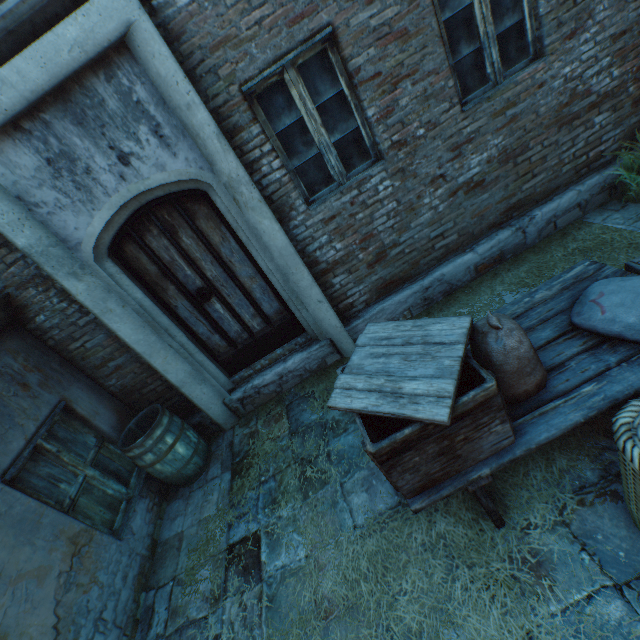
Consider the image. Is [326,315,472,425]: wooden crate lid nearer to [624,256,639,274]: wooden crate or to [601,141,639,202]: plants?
[624,256,639,274]: wooden crate

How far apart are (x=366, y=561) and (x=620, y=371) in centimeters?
221cm

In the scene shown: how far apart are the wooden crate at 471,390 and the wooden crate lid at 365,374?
0.0m

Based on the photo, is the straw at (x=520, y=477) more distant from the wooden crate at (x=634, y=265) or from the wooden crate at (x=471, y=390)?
the wooden crate at (x=471, y=390)

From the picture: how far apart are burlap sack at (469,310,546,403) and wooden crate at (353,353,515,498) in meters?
0.1 m

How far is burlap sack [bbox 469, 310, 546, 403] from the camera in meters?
1.8 m

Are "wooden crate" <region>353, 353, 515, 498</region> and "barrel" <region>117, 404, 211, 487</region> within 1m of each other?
no

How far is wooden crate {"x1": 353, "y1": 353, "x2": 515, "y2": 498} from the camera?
1.7 meters
